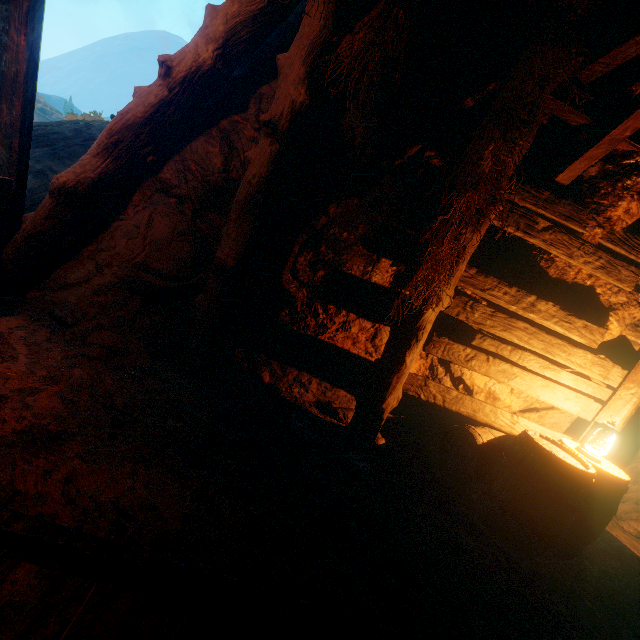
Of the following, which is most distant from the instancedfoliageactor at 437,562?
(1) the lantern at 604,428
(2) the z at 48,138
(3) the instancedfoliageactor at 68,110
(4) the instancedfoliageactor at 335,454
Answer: (3) the instancedfoliageactor at 68,110

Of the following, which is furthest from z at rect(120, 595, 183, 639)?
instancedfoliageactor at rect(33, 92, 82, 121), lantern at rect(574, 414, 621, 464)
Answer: instancedfoliageactor at rect(33, 92, 82, 121)

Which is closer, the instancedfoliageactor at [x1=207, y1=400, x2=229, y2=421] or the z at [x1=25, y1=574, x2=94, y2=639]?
the z at [x1=25, y1=574, x2=94, y2=639]

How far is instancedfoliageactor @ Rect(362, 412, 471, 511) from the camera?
3.0 meters

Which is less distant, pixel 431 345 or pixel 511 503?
pixel 511 503

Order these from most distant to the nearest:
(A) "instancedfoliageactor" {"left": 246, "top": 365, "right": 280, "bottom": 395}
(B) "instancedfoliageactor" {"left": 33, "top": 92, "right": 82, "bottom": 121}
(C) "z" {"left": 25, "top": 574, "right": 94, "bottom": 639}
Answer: (B) "instancedfoliageactor" {"left": 33, "top": 92, "right": 82, "bottom": 121} < (A) "instancedfoliageactor" {"left": 246, "top": 365, "right": 280, "bottom": 395} < (C) "z" {"left": 25, "top": 574, "right": 94, "bottom": 639}

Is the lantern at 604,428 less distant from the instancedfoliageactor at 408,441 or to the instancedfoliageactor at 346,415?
the instancedfoliageactor at 408,441

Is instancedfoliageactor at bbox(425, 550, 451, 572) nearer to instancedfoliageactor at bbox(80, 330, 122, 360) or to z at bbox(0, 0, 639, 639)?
z at bbox(0, 0, 639, 639)
